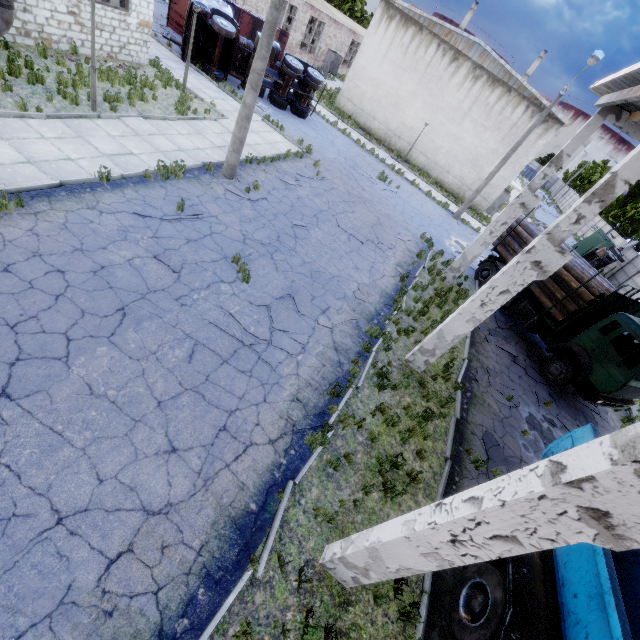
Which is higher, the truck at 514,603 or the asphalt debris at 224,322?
the truck at 514,603

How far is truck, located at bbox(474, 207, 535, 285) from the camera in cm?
1592

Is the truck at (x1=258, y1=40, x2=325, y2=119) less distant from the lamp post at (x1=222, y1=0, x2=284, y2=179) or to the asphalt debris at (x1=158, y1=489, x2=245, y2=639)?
the lamp post at (x1=222, y1=0, x2=284, y2=179)

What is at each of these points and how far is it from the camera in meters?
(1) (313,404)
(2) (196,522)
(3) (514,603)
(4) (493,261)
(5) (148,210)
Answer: (1) asphalt debris, 7.3 m
(2) asphalt debris, 4.9 m
(3) truck, 4.9 m
(4) truck, 16.5 m
(5) asphalt debris, 9.0 m

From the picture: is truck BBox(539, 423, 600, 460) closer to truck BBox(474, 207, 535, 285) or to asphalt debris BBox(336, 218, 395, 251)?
truck BBox(474, 207, 535, 285)

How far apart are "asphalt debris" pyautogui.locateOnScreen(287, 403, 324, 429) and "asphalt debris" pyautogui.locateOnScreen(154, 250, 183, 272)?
4.21m

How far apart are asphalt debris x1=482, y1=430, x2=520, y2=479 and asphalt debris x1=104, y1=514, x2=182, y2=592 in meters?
6.3 m

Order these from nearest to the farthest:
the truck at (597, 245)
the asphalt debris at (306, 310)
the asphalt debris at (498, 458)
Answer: the asphalt debris at (498, 458), the asphalt debris at (306, 310), the truck at (597, 245)
